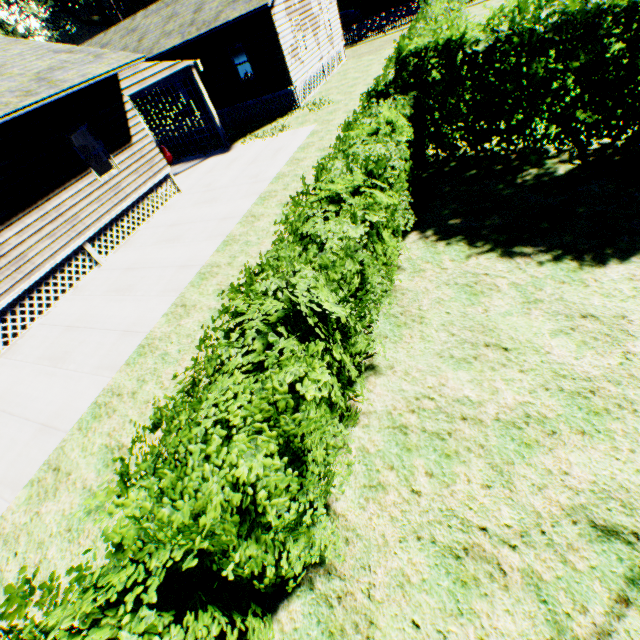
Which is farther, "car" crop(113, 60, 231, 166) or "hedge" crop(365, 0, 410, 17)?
"hedge" crop(365, 0, 410, 17)

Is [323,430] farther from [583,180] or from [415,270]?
[583,180]

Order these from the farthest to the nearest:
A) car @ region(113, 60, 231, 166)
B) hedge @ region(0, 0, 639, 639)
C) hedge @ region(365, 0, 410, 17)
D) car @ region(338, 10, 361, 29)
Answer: hedge @ region(365, 0, 410, 17) → car @ region(338, 10, 361, 29) → car @ region(113, 60, 231, 166) → hedge @ region(0, 0, 639, 639)

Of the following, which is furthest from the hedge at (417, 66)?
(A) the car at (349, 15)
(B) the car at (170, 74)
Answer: (A) the car at (349, 15)

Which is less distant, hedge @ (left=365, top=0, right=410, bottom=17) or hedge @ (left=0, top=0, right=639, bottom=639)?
hedge @ (left=0, top=0, right=639, bottom=639)

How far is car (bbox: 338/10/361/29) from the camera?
35.5m

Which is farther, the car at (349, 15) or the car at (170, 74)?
the car at (349, 15)

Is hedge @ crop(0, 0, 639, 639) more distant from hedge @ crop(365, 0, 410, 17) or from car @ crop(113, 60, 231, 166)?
Result: hedge @ crop(365, 0, 410, 17)
